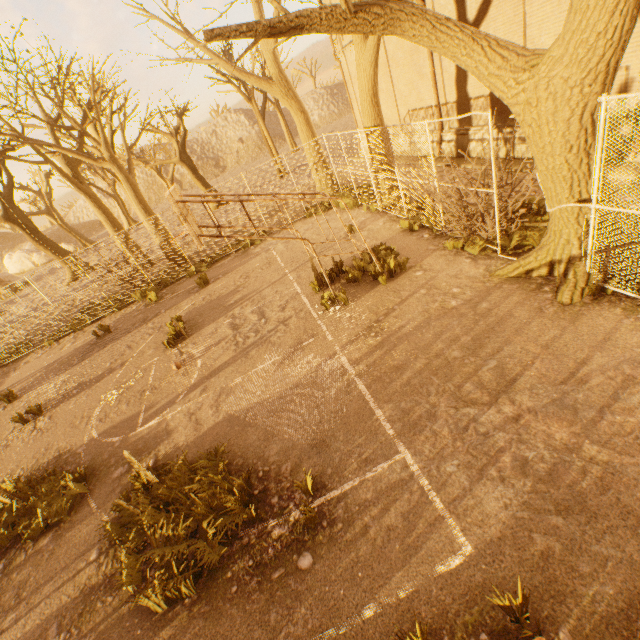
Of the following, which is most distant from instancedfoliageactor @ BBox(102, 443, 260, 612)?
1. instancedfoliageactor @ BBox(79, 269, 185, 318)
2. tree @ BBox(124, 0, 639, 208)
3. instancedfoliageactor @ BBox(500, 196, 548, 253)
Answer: instancedfoliageactor @ BBox(79, 269, 185, 318)

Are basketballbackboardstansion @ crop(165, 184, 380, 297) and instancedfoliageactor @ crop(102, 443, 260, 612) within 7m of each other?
yes

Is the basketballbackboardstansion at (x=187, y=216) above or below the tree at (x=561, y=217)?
above

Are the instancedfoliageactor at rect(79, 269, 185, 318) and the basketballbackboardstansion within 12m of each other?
yes

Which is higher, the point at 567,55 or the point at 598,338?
the point at 567,55

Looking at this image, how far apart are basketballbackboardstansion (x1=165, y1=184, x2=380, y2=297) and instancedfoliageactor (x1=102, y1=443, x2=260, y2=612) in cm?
388

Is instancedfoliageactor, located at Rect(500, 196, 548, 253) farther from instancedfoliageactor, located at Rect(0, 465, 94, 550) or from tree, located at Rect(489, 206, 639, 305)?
instancedfoliageactor, located at Rect(0, 465, 94, 550)

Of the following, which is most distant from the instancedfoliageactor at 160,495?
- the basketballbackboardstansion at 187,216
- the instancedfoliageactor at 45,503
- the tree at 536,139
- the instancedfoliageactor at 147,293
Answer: the instancedfoliageactor at 147,293
